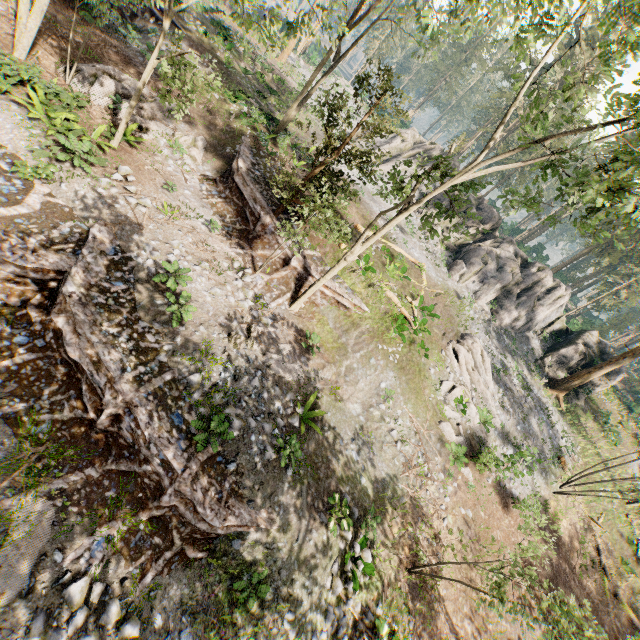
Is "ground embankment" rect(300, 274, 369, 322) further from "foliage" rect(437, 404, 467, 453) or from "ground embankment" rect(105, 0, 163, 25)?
"ground embankment" rect(105, 0, 163, 25)

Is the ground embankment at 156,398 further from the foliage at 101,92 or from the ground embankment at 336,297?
the ground embankment at 336,297

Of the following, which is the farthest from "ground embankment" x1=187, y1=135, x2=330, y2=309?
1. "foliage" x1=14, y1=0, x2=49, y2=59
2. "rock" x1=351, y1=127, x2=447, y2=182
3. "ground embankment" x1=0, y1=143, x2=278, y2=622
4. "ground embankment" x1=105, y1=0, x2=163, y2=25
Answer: "rock" x1=351, y1=127, x2=447, y2=182

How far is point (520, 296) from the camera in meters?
29.0

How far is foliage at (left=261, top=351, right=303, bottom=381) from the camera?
12.52m

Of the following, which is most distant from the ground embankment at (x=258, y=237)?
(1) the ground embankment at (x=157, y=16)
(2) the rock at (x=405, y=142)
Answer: (2) the rock at (x=405, y=142)

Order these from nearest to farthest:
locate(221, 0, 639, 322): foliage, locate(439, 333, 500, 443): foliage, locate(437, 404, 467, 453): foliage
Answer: locate(221, 0, 639, 322): foliage, locate(437, 404, 467, 453): foliage, locate(439, 333, 500, 443): foliage

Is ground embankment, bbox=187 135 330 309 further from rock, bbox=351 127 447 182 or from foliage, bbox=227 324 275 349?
rock, bbox=351 127 447 182
